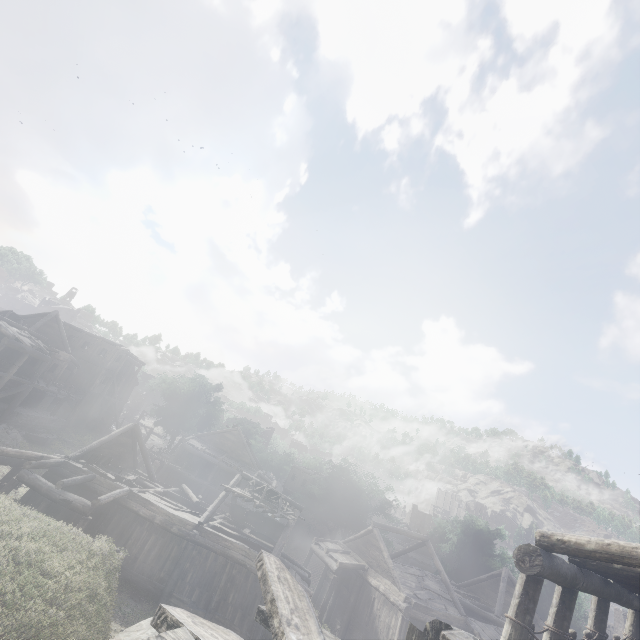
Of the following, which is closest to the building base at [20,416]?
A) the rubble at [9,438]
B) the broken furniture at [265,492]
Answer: the rubble at [9,438]

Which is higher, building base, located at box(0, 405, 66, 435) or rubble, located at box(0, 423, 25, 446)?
building base, located at box(0, 405, 66, 435)

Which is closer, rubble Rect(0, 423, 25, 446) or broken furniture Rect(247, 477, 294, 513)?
broken furniture Rect(247, 477, 294, 513)

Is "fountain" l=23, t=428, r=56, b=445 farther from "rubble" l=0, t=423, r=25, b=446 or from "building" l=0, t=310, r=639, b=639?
"building" l=0, t=310, r=639, b=639

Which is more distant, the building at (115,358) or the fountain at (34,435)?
the fountain at (34,435)

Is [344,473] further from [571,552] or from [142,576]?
[571,552]

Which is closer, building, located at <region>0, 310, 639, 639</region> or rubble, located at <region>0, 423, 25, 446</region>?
building, located at <region>0, 310, 639, 639</region>

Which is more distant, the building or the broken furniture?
the broken furniture
